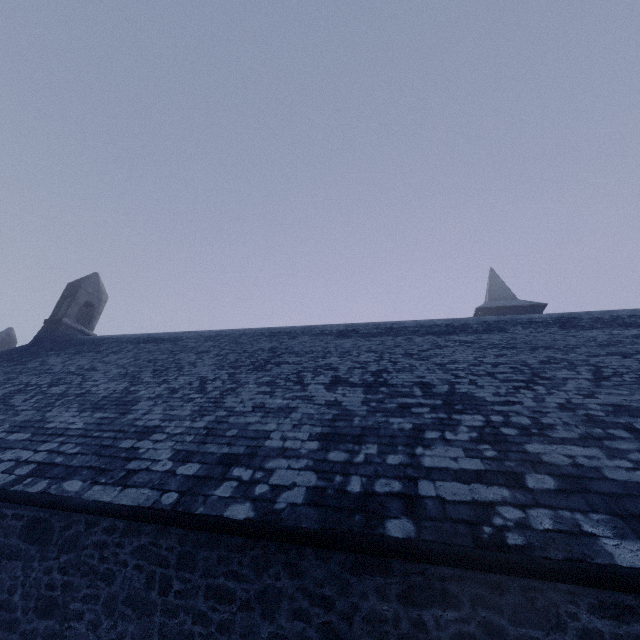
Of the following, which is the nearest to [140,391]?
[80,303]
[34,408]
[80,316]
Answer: [34,408]
